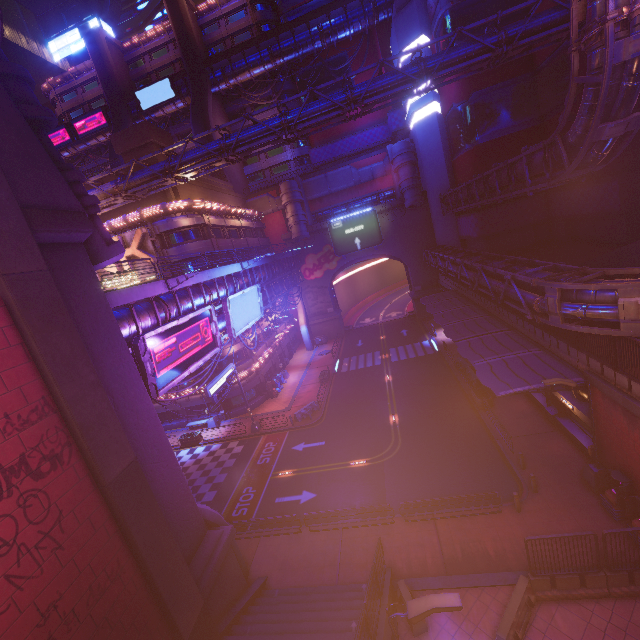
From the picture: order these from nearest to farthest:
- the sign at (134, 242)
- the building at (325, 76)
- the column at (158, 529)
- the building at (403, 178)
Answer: the column at (158, 529)
the building at (403, 178)
the sign at (134, 242)
the building at (325, 76)

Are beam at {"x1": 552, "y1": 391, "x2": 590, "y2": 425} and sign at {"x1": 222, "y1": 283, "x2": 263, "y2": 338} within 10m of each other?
no

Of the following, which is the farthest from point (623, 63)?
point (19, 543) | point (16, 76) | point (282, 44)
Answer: point (282, 44)

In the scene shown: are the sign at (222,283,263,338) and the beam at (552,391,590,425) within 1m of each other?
no

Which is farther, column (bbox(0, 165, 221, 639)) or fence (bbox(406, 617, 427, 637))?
fence (bbox(406, 617, 427, 637))

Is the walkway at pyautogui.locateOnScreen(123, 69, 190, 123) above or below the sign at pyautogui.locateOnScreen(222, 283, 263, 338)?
above

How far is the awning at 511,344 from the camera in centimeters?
1623cm

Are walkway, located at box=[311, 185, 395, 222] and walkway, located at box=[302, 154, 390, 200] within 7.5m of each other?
yes
